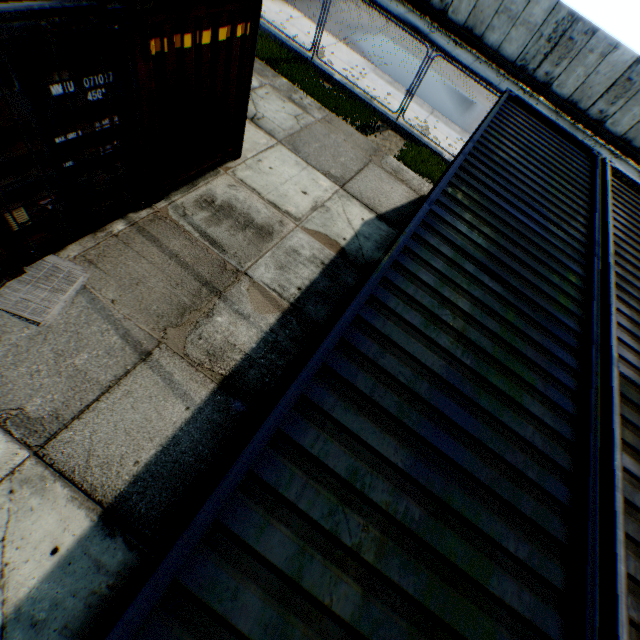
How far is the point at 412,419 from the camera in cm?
248

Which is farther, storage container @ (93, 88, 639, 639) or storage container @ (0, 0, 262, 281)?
storage container @ (0, 0, 262, 281)

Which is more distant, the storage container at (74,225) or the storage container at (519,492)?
the storage container at (74,225)
